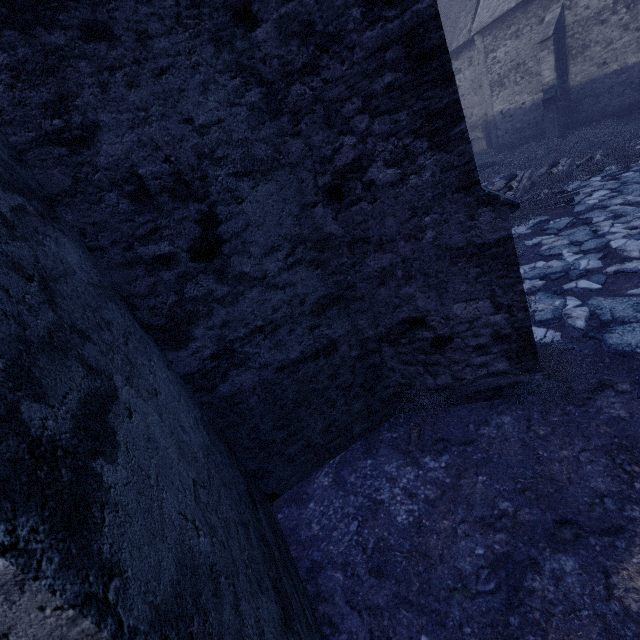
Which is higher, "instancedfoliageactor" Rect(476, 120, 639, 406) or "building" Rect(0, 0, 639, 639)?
"building" Rect(0, 0, 639, 639)

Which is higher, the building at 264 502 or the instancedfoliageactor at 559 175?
the building at 264 502

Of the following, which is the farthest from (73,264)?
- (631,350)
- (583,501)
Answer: (631,350)

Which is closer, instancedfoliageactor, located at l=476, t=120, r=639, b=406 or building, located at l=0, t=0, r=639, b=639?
building, located at l=0, t=0, r=639, b=639

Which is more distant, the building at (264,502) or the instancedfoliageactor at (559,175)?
the instancedfoliageactor at (559,175)
